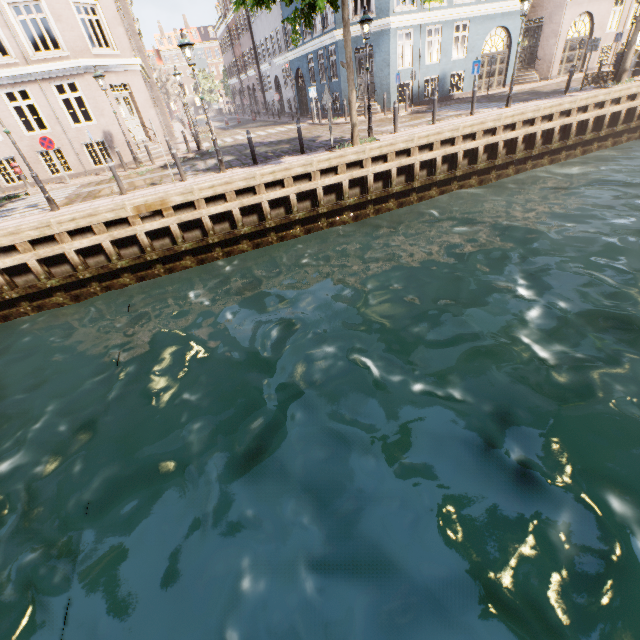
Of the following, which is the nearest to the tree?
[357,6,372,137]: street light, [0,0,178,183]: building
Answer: [357,6,372,137]: street light

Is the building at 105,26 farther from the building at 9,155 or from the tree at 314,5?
the building at 9,155

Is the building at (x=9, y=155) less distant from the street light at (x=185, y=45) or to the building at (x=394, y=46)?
the building at (x=394, y=46)

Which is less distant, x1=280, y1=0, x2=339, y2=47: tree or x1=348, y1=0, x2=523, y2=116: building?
x1=280, y1=0, x2=339, y2=47: tree

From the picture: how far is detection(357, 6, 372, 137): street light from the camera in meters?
10.7

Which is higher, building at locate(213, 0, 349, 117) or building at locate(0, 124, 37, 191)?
building at locate(213, 0, 349, 117)

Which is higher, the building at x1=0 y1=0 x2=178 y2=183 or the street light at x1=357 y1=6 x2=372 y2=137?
the street light at x1=357 y1=6 x2=372 y2=137

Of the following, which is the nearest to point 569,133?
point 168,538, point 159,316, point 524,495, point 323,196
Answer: point 323,196
